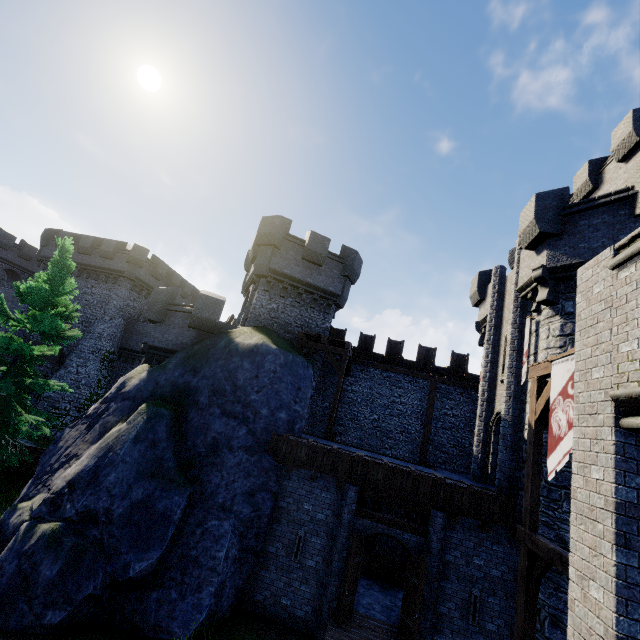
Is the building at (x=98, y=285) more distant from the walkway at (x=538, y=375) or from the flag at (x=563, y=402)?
the flag at (x=563, y=402)

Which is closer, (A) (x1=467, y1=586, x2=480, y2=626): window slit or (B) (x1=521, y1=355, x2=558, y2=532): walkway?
(B) (x1=521, y1=355, x2=558, y2=532): walkway

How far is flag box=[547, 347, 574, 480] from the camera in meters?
6.9 m

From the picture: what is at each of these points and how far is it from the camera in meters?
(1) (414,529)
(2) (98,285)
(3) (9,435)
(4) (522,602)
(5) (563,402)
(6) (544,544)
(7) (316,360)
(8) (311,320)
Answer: (1) wooden beam, 11.3 m
(2) building, 29.5 m
(3) tree, 13.3 m
(4) wooden post, 7.6 m
(5) flag, 7.2 m
(6) wooden beam, 7.2 m
(7) building tower, 19.2 m
(8) building tower, 19.5 m

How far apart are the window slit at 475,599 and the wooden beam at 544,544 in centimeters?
370cm

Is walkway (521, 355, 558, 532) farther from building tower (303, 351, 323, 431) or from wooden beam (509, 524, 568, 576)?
building tower (303, 351, 323, 431)

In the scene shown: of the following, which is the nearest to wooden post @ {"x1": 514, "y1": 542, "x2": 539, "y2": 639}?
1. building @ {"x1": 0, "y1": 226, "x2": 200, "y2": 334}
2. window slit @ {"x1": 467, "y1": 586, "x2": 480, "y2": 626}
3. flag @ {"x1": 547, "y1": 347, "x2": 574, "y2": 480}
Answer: flag @ {"x1": 547, "y1": 347, "x2": 574, "y2": 480}

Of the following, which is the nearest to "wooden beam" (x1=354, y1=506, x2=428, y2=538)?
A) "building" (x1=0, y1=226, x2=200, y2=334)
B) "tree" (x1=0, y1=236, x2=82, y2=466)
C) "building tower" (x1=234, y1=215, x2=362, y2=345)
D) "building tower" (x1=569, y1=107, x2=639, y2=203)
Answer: "building tower" (x1=234, y1=215, x2=362, y2=345)
